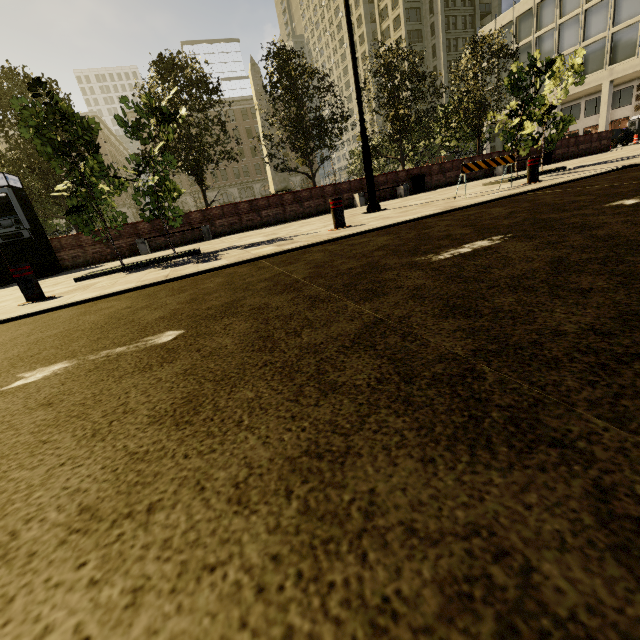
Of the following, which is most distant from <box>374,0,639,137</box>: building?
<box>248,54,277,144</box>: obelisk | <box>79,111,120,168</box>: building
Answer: <box>79,111,120,168</box>: building

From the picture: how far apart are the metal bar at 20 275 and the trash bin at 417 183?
15.1 meters

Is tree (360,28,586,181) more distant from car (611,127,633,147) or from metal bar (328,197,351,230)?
car (611,127,633,147)

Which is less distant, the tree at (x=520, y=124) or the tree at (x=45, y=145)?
the tree at (x=45, y=145)

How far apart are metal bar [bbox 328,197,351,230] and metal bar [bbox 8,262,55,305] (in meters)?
4.55

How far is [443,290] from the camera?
1.76m

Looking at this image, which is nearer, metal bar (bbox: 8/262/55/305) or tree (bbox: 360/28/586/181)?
metal bar (bbox: 8/262/55/305)

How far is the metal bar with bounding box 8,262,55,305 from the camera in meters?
4.5
